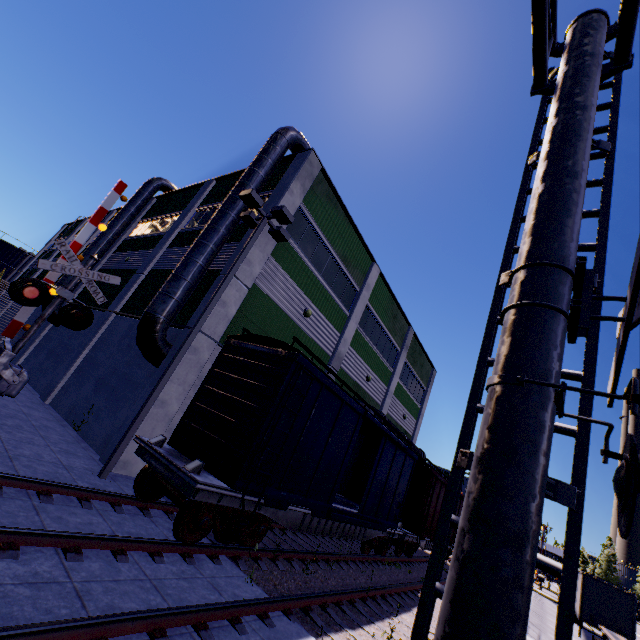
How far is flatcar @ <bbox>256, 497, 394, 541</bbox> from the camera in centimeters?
838cm

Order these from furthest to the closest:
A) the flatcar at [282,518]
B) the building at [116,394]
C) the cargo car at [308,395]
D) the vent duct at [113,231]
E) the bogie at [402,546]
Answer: the vent duct at [113,231] < the bogie at [402,546] < the building at [116,394] < the flatcar at [282,518] < the cargo car at [308,395]

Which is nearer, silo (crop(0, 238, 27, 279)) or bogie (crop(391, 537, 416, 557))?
bogie (crop(391, 537, 416, 557))

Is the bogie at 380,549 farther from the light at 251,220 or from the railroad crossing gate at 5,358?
the railroad crossing gate at 5,358

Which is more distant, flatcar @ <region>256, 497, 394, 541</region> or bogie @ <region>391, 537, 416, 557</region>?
bogie @ <region>391, 537, 416, 557</region>

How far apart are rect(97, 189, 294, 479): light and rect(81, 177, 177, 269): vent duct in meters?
13.8

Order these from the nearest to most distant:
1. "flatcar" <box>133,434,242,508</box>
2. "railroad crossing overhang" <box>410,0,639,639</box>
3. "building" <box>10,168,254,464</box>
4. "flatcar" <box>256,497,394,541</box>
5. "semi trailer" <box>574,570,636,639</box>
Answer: "railroad crossing overhang" <box>410,0,639,639</box>, "flatcar" <box>133,434,242,508</box>, "flatcar" <box>256,497,394,541</box>, "building" <box>10,168,254,464</box>, "semi trailer" <box>574,570,636,639</box>

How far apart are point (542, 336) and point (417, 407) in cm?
2940
